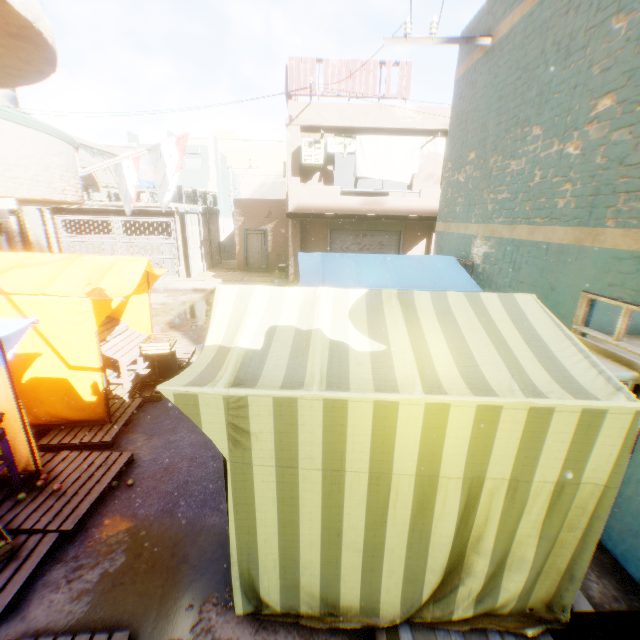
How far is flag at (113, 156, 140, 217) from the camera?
10.5m

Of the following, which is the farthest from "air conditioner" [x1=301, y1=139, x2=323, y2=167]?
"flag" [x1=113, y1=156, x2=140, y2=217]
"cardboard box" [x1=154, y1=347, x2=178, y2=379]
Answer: "cardboard box" [x1=154, y1=347, x2=178, y2=379]

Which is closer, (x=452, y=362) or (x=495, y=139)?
(x=452, y=362)

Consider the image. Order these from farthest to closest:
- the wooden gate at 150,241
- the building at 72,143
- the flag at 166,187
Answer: the wooden gate at 150,241
the flag at 166,187
the building at 72,143

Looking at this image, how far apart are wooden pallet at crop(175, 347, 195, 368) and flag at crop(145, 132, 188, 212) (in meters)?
3.52

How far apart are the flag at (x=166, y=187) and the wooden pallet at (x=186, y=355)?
3.5m

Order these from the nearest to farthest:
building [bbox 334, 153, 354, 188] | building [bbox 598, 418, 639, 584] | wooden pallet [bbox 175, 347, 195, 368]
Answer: building [bbox 598, 418, 639, 584] → wooden pallet [bbox 175, 347, 195, 368] → building [bbox 334, 153, 354, 188]

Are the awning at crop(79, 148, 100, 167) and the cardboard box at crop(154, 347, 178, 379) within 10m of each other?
no
